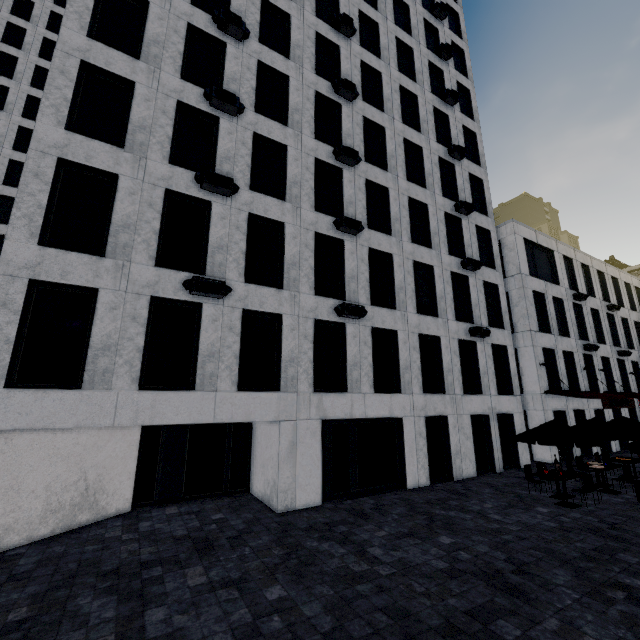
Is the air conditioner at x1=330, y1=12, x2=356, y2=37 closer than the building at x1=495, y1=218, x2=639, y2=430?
Yes

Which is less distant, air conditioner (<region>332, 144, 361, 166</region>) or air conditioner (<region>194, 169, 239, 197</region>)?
air conditioner (<region>194, 169, 239, 197</region>)

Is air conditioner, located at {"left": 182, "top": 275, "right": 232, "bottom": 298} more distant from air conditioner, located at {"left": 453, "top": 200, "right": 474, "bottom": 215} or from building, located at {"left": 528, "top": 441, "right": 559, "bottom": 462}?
building, located at {"left": 528, "top": 441, "right": 559, "bottom": 462}

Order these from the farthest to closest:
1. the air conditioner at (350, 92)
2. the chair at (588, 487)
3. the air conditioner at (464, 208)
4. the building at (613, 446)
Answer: the building at (613, 446), the air conditioner at (464, 208), the air conditioner at (350, 92), the chair at (588, 487)

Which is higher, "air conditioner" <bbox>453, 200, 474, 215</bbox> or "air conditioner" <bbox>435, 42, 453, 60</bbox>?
"air conditioner" <bbox>435, 42, 453, 60</bbox>

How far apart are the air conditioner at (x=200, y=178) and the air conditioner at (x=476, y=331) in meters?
13.5 m

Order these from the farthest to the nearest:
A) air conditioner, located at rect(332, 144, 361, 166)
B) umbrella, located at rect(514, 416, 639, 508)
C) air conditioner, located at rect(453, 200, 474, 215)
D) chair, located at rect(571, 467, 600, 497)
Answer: air conditioner, located at rect(453, 200, 474, 215), air conditioner, located at rect(332, 144, 361, 166), chair, located at rect(571, 467, 600, 497), umbrella, located at rect(514, 416, 639, 508)

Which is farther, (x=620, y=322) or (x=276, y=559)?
(x=620, y=322)
